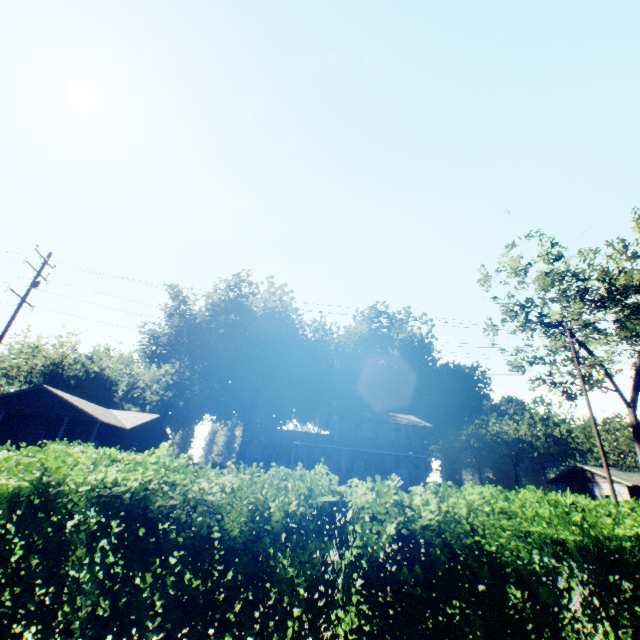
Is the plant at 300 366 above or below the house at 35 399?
above

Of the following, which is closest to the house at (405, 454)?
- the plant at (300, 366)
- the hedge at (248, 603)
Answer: the plant at (300, 366)

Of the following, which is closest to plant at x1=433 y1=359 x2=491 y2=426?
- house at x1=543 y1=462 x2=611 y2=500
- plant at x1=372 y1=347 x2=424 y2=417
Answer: plant at x1=372 y1=347 x2=424 y2=417

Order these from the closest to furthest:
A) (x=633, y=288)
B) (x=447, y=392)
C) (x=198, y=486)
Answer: (x=198, y=486) < (x=633, y=288) < (x=447, y=392)

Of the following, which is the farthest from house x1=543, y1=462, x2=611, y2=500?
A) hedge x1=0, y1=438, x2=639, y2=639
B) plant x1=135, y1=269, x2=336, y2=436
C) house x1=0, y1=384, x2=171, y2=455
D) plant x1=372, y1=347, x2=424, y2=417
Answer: house x1=0, y1=384, x2=171, y2=455

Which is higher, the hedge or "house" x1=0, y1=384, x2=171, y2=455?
"house" x1=0, y1=384, x2=171, y2=455

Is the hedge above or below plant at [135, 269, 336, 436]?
below
